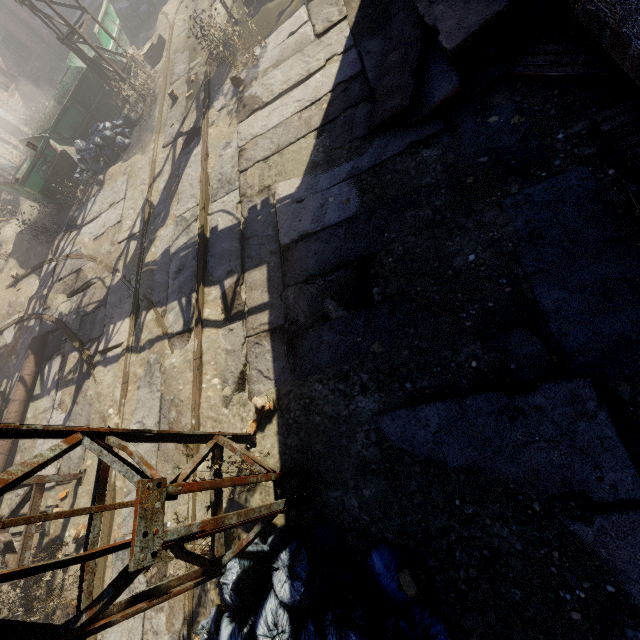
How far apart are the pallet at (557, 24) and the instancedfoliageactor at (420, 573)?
5.7m

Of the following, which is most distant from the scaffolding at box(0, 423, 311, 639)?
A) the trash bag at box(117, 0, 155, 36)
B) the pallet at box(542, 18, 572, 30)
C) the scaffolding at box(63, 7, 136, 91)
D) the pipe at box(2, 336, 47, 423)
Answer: the trash bag at box(117, 0, 155, 36)

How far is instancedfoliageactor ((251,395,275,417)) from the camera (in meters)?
4.24

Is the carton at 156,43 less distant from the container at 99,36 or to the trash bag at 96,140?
the container at 99,36

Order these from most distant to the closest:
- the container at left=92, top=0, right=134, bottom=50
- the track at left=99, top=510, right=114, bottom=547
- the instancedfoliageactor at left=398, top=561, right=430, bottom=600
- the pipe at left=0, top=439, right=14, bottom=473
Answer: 1. the container at left=92, top=0, right=134, bottom=50
2. the pipe at left=0, top=439, right=14, bottom=473
3. the track at left=99, top=510, right=114, bottom=547
4. the instancedfoliageactor at left=398, top=561, right=430, bottom=600

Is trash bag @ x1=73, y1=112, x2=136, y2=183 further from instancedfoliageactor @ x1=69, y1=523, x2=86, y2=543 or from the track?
instancedfoliageactor @ x1=69, y1=523, x2=86, y2=543

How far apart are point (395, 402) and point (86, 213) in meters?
10.8

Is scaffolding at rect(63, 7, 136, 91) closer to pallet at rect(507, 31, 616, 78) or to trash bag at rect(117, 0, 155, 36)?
trash bag at rect(117, 0, 155, 36)
